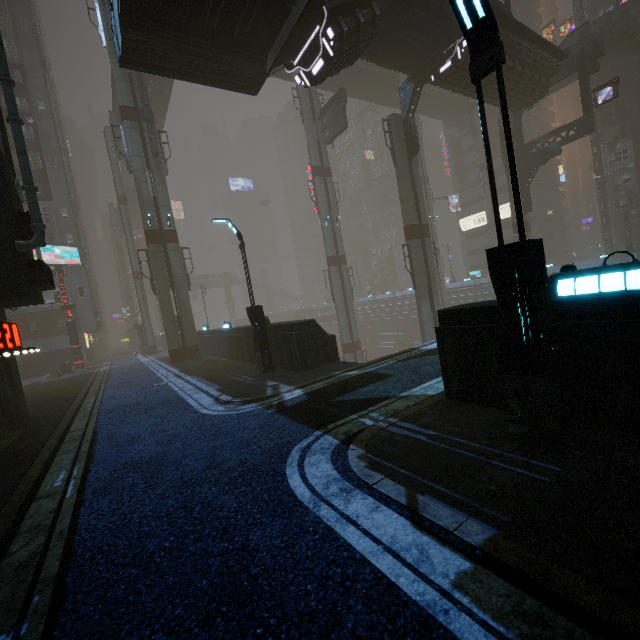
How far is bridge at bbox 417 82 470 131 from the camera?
45.6m

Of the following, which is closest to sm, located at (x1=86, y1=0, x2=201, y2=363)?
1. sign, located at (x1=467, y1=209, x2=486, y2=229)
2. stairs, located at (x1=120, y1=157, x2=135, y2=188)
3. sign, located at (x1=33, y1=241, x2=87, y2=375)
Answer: stairs, located at (x1=120, y1=157, x2=135, y2=188)

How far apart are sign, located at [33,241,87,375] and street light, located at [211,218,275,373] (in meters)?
24.22

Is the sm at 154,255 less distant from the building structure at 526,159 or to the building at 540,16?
the building at 540,16

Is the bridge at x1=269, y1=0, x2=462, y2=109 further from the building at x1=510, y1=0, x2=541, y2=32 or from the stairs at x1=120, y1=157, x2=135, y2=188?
the stairs at x1=120, y1=157, x2=135, y2=188

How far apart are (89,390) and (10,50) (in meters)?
42.42

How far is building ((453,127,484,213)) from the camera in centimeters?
5778cm

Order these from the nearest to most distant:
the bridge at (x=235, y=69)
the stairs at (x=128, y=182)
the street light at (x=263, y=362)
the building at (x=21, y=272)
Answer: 1. the building at (x=21, y=272)
2. the bridge at (x=235, y=69)
3. the street light at (x=263, y=362)
4. the stairs at (x=128, y=182)
